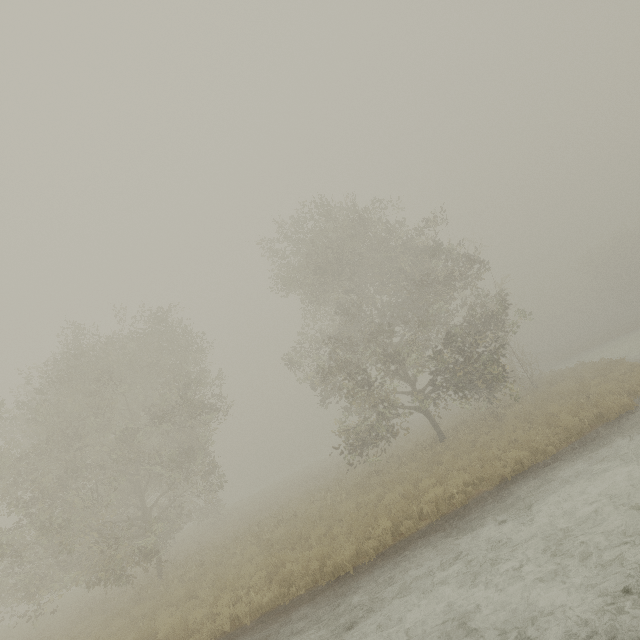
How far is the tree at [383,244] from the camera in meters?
16.5

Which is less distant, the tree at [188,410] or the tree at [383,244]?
the tree at [188,410]

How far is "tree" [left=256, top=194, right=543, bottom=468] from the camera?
16.5m

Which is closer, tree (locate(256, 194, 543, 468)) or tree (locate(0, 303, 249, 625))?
tree (locate(0, 303, 249, 625))

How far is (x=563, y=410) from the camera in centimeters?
1255cm
